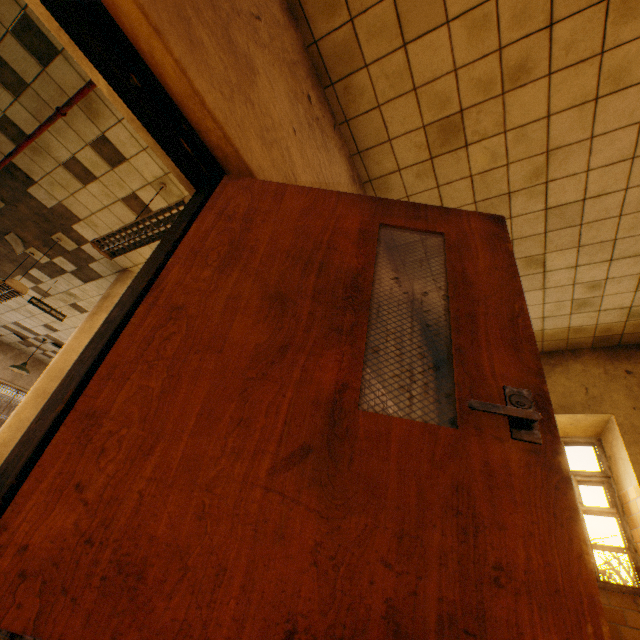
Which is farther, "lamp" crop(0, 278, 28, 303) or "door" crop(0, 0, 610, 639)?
"lamp" crop(0, 278, 28, 303)

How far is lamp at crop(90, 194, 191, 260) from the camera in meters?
3.0

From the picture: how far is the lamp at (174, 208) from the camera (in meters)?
3.01

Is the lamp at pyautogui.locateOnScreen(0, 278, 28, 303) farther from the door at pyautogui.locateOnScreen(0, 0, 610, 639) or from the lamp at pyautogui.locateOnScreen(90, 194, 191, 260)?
the door at pyautogui.locateOnScreen(0, 0, 610, 639)

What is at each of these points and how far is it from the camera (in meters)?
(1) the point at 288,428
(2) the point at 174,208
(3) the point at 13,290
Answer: (1) door, 0.99
(2) lamp, 3.04
(3) lamp, 4.74

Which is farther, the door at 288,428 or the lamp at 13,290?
the lamp at 13,290

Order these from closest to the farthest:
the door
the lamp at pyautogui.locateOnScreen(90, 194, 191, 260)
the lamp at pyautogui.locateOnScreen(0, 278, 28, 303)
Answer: the door, the lamp at pyautogui.locateOnScreen(90, 194, 191, 260), the lamp at pyautogui.locateOnScreen(0, 278, 28, 303)
